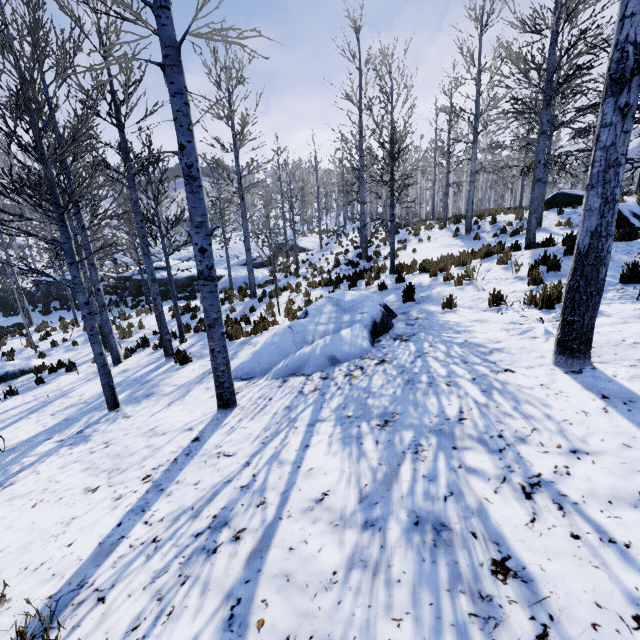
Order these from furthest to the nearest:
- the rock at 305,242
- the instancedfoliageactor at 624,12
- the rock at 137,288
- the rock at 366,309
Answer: the rock at 305,242, the rock at 137,288, the rock at 366,309, the instancedfoliageactor at 624,12

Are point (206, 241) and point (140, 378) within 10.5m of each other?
yes

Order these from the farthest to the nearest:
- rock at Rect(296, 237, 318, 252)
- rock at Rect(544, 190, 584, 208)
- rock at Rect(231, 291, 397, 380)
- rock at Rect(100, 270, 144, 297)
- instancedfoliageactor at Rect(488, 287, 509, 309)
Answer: rock at Rect(296, 237, 318, 252) < rock at Rect(100, 270, 144, 297) < rock at Rect(544, 190, 584, 208) < instancedfoliageactor at Rect(488, 287, 509, 309) < rock at Rect(231, 291, 397, 380)

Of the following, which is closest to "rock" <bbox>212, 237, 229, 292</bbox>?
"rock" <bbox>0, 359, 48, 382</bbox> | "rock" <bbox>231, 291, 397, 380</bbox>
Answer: "rock" <bbox>0, 359, 48, 382</bbox>

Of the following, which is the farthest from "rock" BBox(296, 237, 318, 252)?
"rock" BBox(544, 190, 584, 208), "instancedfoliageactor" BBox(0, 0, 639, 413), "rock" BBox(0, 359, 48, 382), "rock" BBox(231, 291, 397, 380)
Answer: "rock" BBox(544, 190, 584, 208)

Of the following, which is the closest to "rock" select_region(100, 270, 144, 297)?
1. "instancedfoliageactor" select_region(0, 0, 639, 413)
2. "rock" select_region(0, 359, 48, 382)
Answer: "instancedfoliageactor" select_region(0, 0, 639, 413)

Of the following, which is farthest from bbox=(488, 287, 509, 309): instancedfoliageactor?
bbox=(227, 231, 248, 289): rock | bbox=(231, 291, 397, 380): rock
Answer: bbox=(231, 291, 397, 380): rock

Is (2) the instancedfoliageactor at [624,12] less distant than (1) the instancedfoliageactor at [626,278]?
Yes
